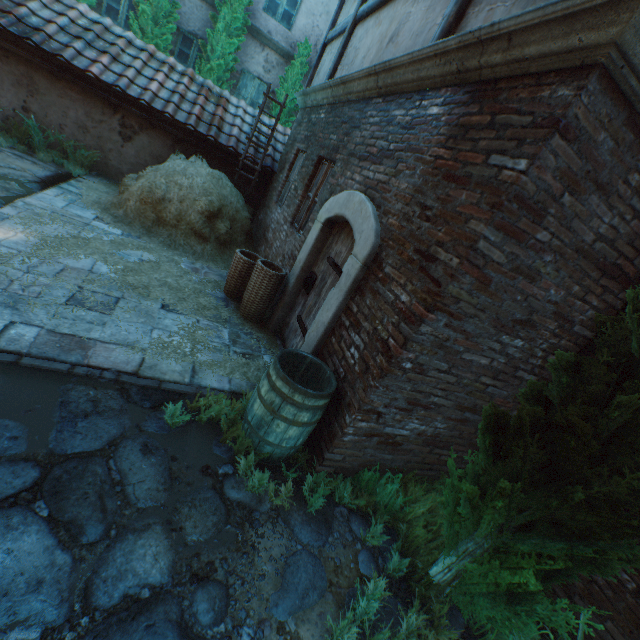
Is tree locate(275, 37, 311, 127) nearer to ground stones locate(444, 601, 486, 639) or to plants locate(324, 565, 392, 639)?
ground stones locate(444, 601, 486, 639)

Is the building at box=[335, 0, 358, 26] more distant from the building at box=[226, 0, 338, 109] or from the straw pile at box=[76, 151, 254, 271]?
the building at box=[226, 0, 338, 109]

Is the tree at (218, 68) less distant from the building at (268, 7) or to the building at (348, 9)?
the building at (268, 7)

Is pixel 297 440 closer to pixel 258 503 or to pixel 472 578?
pixel 258 503

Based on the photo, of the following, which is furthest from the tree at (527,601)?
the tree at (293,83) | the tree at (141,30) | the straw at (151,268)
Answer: the tree at (141,30)

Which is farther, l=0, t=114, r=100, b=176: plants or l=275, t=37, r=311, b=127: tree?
l=275, t=37, r=311, b=127: tree

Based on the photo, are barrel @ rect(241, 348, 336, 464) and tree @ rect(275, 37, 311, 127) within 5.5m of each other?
no

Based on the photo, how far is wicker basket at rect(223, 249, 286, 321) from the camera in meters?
4.8 m
